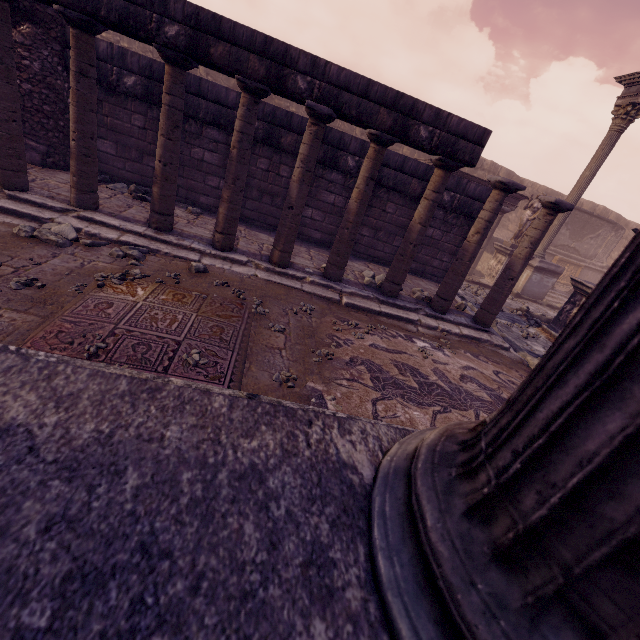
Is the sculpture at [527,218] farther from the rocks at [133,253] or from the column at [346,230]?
the rocks at [133,253]

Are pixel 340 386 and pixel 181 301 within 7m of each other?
yes

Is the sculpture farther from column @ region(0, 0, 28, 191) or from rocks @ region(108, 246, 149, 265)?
column @ region(0, 0, 28, 191)

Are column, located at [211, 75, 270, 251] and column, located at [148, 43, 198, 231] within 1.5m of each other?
yes

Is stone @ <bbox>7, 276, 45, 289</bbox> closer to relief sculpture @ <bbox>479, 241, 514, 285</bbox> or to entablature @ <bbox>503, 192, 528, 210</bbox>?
relief sculpture @ <bbox>479, 241, 514, 285</bbox>

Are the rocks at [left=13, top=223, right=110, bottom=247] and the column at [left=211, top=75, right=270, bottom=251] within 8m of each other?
yes

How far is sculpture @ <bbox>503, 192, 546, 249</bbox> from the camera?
12.36m

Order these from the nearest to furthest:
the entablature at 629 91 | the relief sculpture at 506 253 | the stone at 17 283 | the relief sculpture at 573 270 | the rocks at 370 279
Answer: the stone at 17 283 → the rocks at 370 279 → the relief sculpture at 573 270 → the entablature at 629 91 → the relief sculpture at 506 253
